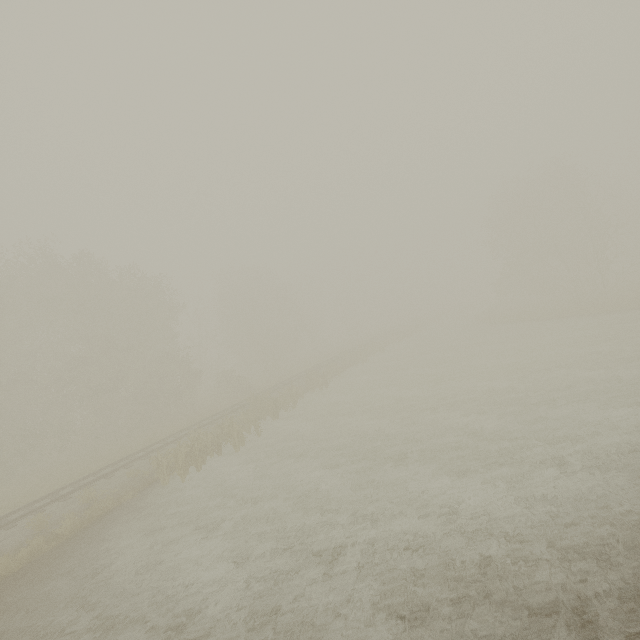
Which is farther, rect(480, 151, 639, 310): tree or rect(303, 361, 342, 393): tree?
rect(480, 151, 639, 310): tree

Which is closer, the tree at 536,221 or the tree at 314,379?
the tree at 314,379

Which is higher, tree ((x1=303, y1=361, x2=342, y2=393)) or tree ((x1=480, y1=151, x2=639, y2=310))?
tree ((x1=480, y1=151, x2=639, y2=310))

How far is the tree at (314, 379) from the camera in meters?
27.8

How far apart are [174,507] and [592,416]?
16.9m

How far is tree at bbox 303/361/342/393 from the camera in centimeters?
2775cm
